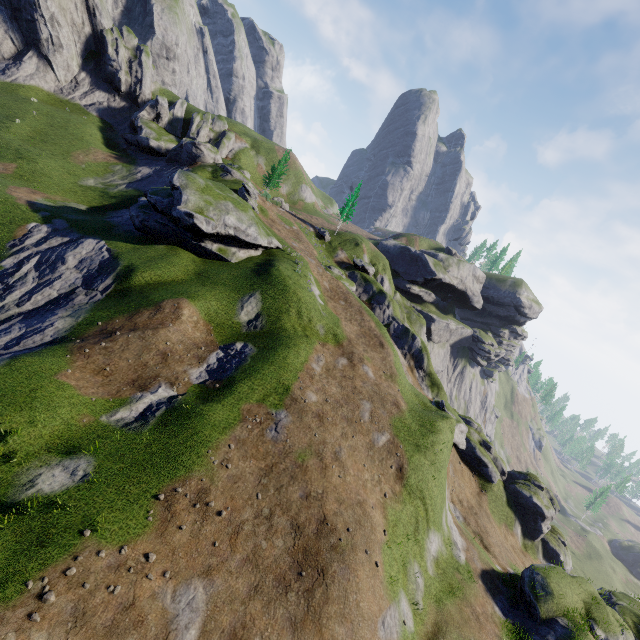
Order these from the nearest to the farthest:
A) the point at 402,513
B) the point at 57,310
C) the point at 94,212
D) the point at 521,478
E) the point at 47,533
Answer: the point at 47,533
the point at 402,513
the point at 57,310
the point at 521,478
the point at 94,212
